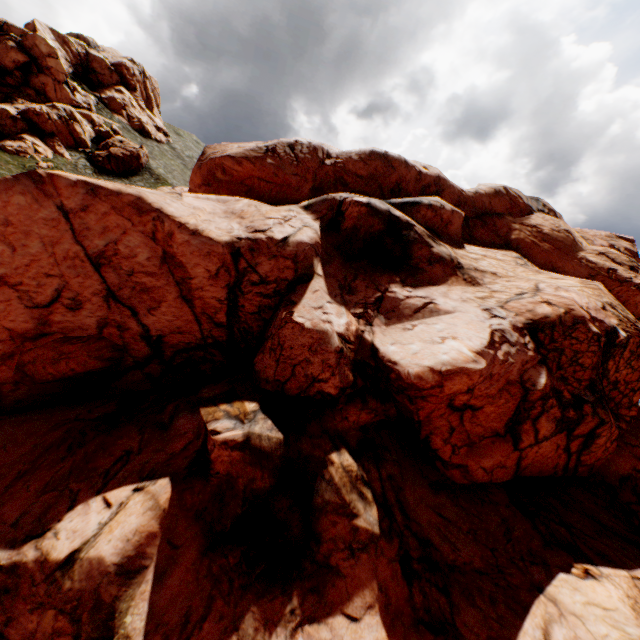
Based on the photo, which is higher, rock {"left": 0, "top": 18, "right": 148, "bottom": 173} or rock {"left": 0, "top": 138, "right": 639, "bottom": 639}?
rock {"left": 0, "top": 18, "right": 148, "bottom": 173}

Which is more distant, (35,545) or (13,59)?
(13,59)

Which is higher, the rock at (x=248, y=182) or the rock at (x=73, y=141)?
the rock at (x=73, y=141)

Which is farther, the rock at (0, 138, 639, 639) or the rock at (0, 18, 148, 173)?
the rock at (0, 18, 148, 173)

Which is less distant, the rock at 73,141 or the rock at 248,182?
the rock at 248,182
